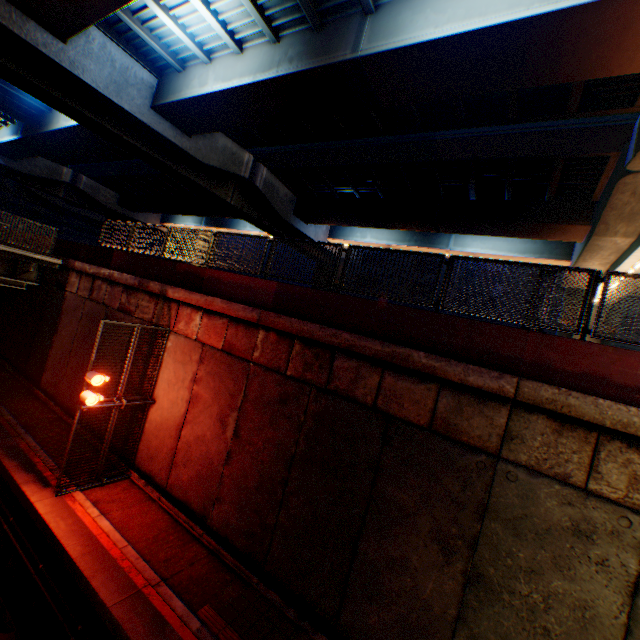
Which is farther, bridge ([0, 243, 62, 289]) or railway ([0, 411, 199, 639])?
bridge ([0, 243, 62, 289])

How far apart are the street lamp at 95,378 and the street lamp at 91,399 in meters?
0.3 m

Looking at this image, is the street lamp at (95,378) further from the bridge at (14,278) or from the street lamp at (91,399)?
the bridge at (14,278)

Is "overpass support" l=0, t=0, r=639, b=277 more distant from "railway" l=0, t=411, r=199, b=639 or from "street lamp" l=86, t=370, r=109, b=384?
"street lamp" l=86, t=370, r=109, b=384

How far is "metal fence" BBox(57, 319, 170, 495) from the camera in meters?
8.9

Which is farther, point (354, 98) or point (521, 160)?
point (521, 160)

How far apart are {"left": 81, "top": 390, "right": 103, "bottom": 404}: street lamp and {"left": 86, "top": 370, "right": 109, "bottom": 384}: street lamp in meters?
0.3 m

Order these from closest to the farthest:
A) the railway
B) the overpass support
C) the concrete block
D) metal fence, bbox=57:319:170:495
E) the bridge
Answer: the concrete block
the railway
the overpass support
metal fence, bbox=57:319:170:495
the bridge
